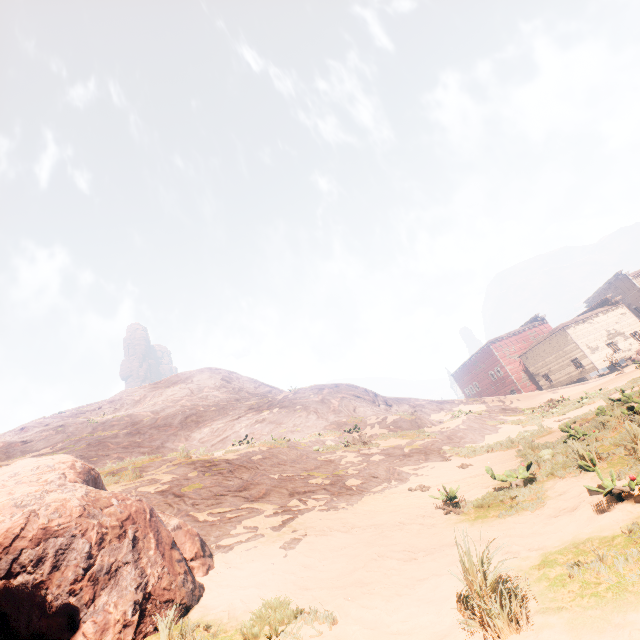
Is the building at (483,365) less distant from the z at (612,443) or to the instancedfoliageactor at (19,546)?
the z at (612,443)

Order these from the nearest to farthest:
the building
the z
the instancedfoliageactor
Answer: the z < the instancedfoliageactor < the building

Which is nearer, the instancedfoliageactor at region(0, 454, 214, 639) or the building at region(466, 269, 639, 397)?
the instancedfoliageactor at region(0, 454, 214, 639)

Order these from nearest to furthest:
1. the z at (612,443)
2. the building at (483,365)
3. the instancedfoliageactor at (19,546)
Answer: the z at (612,443)
the instancedfoliageactor at (19,546)
the building at (483,365)

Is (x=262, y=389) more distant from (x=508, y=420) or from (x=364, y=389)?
(x=508, y=420)

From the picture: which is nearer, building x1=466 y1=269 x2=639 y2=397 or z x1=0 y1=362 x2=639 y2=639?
z x1=0 y1=362 x2=639 y2=639

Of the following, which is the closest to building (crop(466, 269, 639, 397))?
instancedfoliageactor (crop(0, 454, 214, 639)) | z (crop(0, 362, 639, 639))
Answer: z (crop(0, 362, 639, 639))
